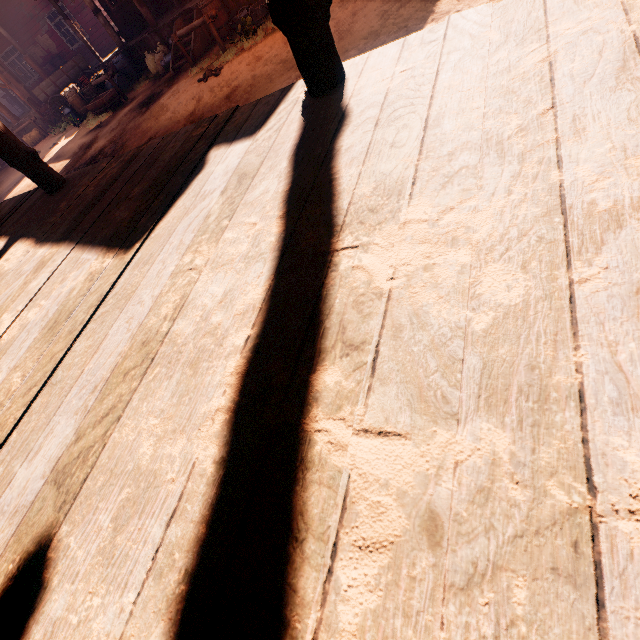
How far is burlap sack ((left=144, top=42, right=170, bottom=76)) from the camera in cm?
1160

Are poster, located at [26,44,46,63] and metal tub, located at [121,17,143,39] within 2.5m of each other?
no

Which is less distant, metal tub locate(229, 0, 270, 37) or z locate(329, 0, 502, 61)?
z locate(329, 0, 502, 61)

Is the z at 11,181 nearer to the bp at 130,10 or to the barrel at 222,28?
the barrel at 222,28

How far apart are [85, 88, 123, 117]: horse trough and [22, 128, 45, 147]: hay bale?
7.22m

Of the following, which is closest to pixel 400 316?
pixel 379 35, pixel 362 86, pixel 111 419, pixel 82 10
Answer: pixel 111 419

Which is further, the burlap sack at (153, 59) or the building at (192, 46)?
the burlap sack at (153, 59)

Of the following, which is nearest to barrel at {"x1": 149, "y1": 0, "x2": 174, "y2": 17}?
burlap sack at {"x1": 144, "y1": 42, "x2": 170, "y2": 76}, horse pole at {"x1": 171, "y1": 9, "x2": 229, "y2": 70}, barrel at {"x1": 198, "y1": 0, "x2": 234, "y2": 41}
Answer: burlap sack at {"x1": 144, "y1": 42, "x2": 170, "y2": 76}
